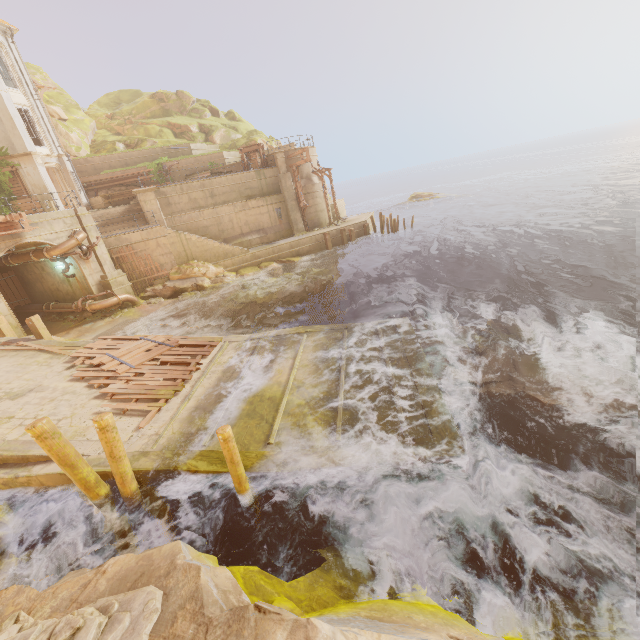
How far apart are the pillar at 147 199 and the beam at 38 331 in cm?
1172

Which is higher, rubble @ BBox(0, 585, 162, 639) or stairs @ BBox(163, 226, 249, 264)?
stairs @ BBox(163, 226, 249, 264)

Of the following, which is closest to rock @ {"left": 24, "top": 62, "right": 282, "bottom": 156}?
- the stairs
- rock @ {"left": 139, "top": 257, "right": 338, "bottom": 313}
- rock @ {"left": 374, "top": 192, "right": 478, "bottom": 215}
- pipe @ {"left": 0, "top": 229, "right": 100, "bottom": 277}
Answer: the stairs

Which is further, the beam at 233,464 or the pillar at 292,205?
the pillar at 292,205

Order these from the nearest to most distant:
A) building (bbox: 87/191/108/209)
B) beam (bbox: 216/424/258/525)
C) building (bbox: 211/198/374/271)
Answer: beam (bbox: 216/424/258/525) → building (bbox: 211/198/374/271) → building (bbox: 87/191/108/209)

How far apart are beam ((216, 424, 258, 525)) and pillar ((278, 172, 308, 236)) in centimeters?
2449cm

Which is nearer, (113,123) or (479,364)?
(479,364)

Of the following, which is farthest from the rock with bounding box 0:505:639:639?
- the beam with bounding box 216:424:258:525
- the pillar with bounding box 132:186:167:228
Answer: the pillar with bounding box 132:186:167:228
